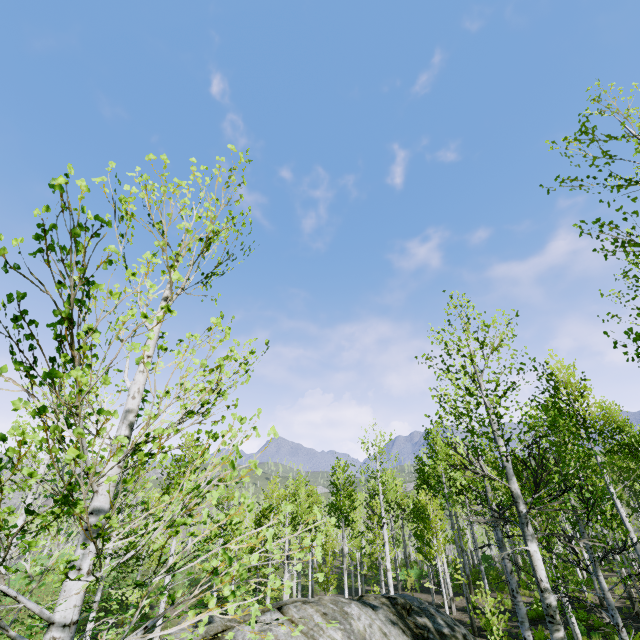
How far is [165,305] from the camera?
2.3 meters
